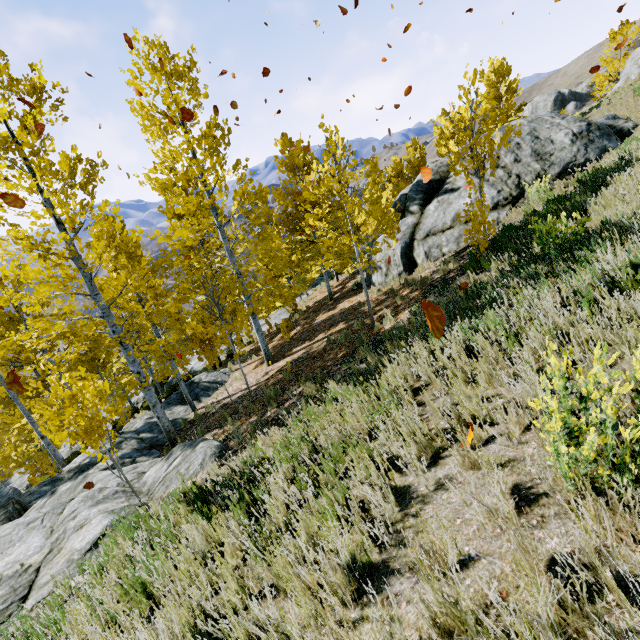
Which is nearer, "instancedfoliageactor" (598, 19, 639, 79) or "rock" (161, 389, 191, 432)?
"rock" (161, 389, 191, 432)

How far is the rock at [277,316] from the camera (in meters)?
21.31

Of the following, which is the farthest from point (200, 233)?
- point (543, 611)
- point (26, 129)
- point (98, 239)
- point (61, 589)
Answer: point (543, 611)

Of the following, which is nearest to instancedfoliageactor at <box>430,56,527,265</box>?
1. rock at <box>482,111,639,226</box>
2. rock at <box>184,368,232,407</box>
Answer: rock at <box>184,368,232,407</box>

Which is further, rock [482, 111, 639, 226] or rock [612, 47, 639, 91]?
rock [612, 47, 639, 91]

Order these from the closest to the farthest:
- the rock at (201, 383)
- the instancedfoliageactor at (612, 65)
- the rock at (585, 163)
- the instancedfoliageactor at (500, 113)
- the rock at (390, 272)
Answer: the instancedfoliageactor at (500, 113) → the rock at (585, 163) → the rock at (390, 272) → the rock at (201, 383) → the instancedfoliageactor at (612, 65)

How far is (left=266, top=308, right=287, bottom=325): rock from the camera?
21.3m

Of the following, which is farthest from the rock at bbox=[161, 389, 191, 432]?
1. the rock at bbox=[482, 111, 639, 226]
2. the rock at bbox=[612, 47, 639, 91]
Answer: the rock at bbox=[482, 111, 639, 226]
